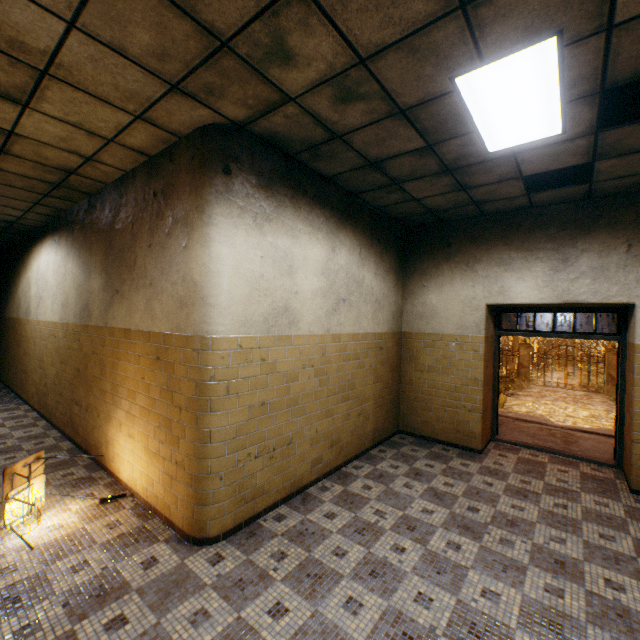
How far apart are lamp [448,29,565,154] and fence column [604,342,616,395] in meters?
19.5

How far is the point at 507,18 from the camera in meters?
1.9 m

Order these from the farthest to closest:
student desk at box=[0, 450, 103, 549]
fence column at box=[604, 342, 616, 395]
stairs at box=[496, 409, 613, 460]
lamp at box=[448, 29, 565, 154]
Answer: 1. fence column at box=[604, 342, 616, 395]
2. stairs at box=[496, 409, 613, 460]
3. student desk at box=[0, 450, 103, 549]
4. lamp at box=[448, 29, 565, 154]

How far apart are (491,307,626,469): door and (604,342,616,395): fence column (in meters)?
15.29

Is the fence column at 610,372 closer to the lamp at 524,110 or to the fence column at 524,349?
the fence column at 524,349

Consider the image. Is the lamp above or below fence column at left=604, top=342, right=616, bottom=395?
→ above

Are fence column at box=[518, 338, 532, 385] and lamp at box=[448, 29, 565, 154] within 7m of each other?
no

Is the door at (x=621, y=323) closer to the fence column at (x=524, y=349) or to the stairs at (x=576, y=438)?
the stairs at (x=576, y=438)
